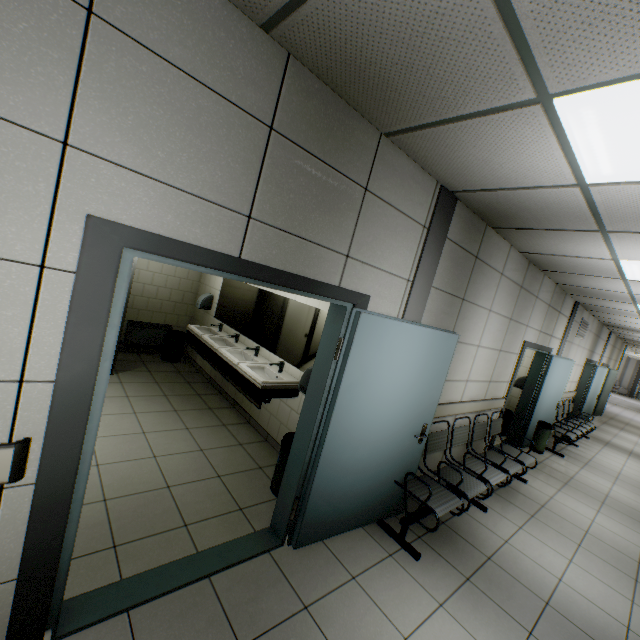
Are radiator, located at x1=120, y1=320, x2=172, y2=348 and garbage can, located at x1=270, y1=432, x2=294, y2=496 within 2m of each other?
no

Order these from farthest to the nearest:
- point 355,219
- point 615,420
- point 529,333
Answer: point 615,420 < point 529,333 < point 355,219

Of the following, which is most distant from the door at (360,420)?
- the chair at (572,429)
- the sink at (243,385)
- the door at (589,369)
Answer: the door at (589,369)

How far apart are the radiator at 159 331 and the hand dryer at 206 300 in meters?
0.9 m

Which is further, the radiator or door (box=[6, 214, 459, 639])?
the radiator

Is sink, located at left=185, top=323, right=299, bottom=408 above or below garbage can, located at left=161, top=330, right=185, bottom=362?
above

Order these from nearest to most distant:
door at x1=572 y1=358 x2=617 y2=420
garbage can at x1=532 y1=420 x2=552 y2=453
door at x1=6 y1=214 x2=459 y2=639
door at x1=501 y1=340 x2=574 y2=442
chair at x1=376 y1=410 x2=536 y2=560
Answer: door at x1=6 y1=214 x2=459 y2=639, chair at x1=376 y1=410 x2=536 y2=560, door at x1=501 y1=340 x2=574 y2=442, garbage can at x1=532 y1=420 x2=552 y2=453, door at x1=572 y1=358 x2=617 y2=420

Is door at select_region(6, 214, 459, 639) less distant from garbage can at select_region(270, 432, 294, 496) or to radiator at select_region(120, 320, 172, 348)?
garbage can at select_region(270, 432, 294, 496)
